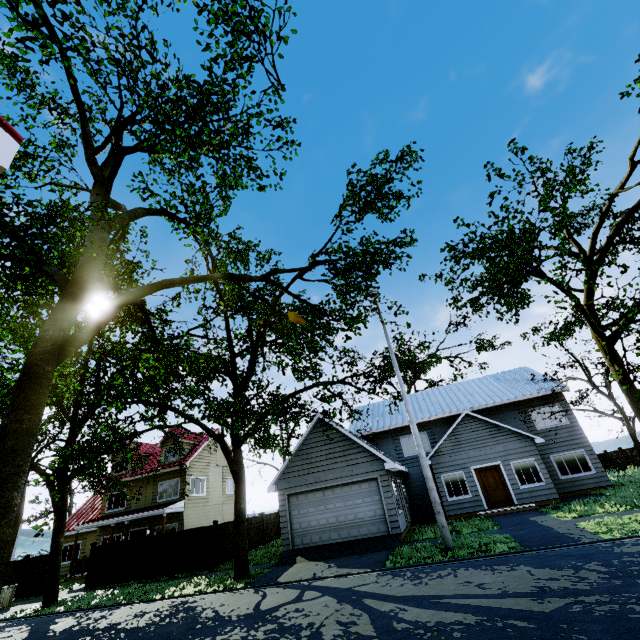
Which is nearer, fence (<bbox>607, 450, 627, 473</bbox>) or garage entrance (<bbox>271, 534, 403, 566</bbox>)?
garage entrance (<bbox>271, 534, 403, 566</bbox>)

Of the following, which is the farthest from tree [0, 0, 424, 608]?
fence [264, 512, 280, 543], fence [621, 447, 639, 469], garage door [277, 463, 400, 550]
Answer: fence [621, 447, 639, 469]

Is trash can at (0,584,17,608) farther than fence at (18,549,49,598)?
No

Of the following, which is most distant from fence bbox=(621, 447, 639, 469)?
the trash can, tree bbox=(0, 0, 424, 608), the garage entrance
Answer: the trash can

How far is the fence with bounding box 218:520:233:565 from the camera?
17.56m

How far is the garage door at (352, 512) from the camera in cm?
1546

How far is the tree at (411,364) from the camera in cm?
1806

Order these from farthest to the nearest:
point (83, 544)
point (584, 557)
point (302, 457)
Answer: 1. point (83, 544)
2. point (302, 457)
3. point (584, 557)
